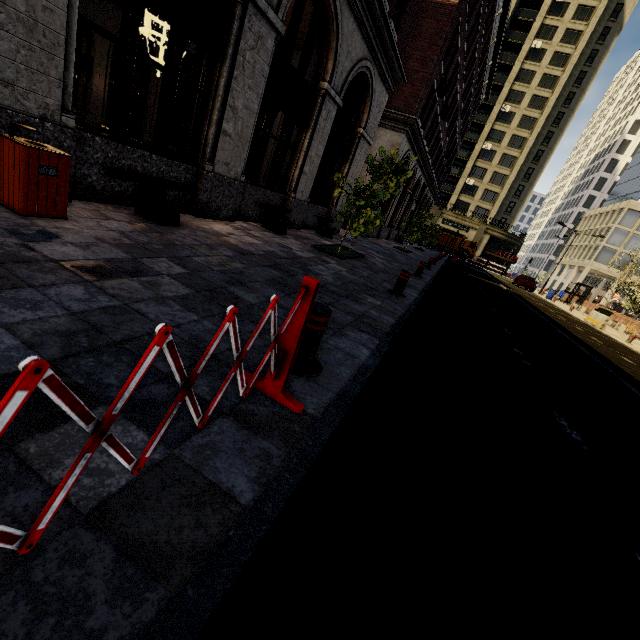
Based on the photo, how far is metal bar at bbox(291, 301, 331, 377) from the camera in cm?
260

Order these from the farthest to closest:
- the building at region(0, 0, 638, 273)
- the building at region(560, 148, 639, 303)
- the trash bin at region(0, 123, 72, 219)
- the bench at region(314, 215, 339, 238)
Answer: the building at region(560, 148, 639, 303) < the bench at region(314, 215, 339, 238) < the building at region(0, 0, 638, 273) < the trash bin at region(0, 123, 72, 219)

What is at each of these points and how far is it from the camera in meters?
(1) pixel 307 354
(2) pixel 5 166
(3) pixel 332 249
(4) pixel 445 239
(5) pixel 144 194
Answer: (1) metal bar, 2.7
(2) trash bin, 3.6
(3) tree, 9.8
(4) truck, 51.2
(5) bench, 5.4

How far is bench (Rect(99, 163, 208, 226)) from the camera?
4.9m

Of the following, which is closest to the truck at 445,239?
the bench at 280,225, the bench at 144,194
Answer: the bench at 280,225

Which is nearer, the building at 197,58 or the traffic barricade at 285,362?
the traffic barricade at 285,362

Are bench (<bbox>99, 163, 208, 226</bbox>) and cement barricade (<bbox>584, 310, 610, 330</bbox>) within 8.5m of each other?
no

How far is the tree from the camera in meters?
8.6
